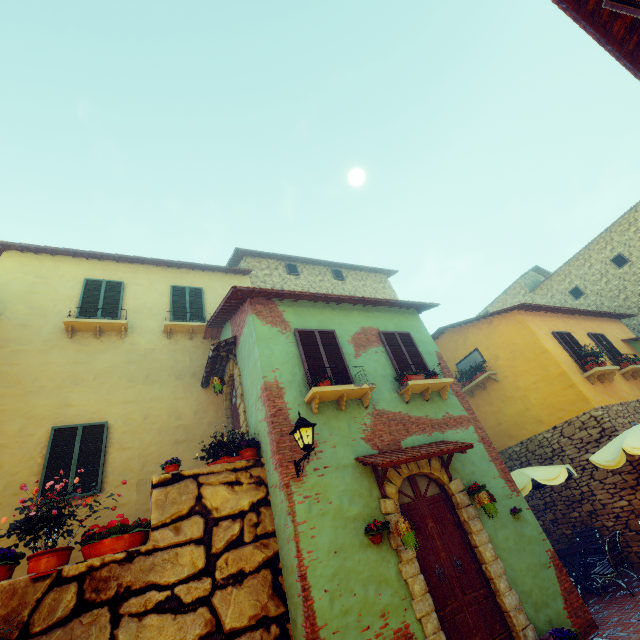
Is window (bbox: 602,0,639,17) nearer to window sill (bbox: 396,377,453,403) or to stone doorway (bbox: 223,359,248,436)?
window sill (bbox: 396,377,453,403)

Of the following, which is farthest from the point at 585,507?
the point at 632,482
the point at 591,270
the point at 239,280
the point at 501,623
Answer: the point at 591,270

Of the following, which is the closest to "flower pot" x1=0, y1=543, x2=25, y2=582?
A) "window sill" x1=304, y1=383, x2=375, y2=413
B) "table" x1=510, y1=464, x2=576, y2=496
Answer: "window sill" x1=304, y1=383, x2=375, y2=413

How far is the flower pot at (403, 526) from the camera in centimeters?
497cm

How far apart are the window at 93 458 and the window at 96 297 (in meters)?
3.28

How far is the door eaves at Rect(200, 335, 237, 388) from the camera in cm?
842

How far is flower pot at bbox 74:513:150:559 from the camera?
4.7 meters

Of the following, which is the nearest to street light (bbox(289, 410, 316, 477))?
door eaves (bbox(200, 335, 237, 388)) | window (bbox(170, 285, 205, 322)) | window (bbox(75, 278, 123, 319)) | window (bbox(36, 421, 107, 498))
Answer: door eaves (bbox(200, 335, 237, 388))
